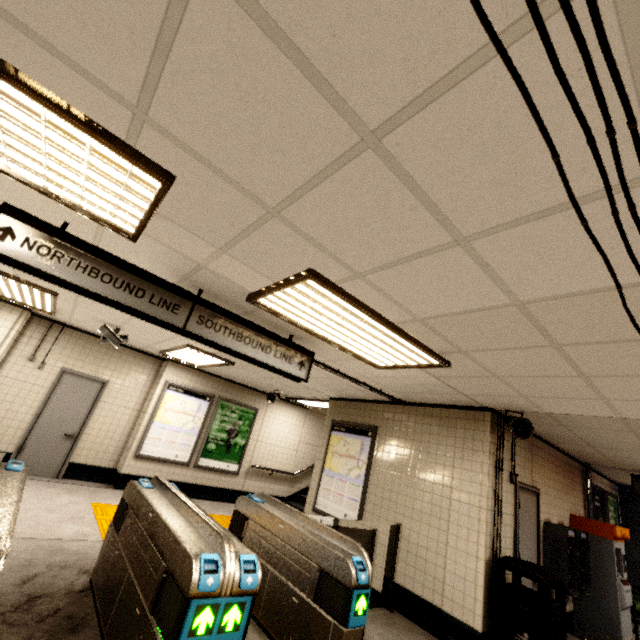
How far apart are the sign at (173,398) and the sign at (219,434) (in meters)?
0.09

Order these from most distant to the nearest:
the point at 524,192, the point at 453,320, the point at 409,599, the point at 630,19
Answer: the point at 409,599
the point at 453,320
the point at 524,192
the point at 630,19

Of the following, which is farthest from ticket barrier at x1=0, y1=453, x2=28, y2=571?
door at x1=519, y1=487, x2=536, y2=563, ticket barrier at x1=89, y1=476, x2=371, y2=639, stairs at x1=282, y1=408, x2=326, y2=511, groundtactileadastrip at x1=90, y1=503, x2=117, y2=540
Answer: stairs at x1=282, y1=408, x2=326, y2=511

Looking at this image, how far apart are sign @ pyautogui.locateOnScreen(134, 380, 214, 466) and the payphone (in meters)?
7.31

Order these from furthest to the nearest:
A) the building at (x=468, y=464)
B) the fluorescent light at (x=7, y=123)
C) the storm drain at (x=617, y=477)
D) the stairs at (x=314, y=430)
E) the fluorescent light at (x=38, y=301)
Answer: the stairs at (x=314, y=430)
the storm drain at (x=617, y=477)
the fluorescent light at (x=38, y=301)
the building at (x=468, y=464)
the fluorescent light at (x=7, y=123)

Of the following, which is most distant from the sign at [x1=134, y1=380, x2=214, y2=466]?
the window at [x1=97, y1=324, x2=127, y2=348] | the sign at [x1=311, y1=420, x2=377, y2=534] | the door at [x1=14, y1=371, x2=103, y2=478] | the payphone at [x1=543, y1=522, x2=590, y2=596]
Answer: the payphone at [x1=543, y1=522, x2=590, y2=596]

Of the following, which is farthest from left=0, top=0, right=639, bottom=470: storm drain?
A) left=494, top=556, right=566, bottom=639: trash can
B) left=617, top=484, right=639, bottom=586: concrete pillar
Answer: left=617, top=484, right=639, bottom=586: concrete pillar

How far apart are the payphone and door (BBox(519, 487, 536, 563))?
0.32m
